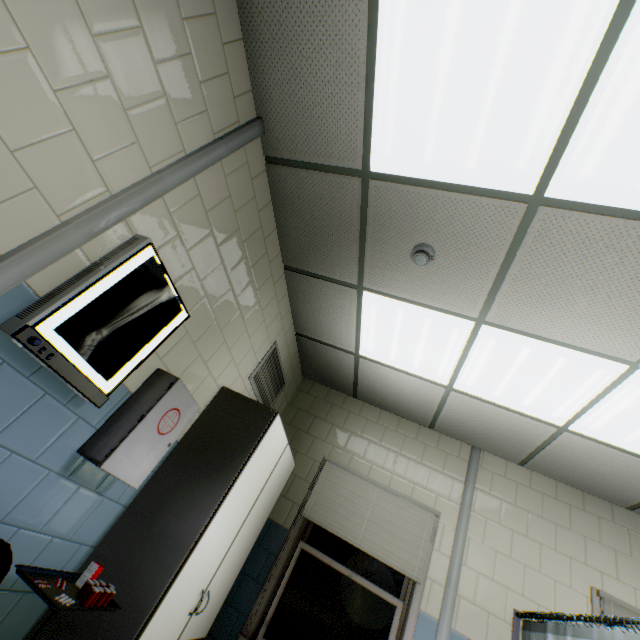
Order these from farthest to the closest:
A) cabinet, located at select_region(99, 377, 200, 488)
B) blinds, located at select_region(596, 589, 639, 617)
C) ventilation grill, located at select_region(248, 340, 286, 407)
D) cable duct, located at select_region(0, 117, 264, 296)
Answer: ventilation grill, located at select_region(248, 340, 286, 407)
blinds, located at select_region(596, 589, 639, 617)
cabinet, located at select_region(99, 377, 200, 488)
cable duct, located at select_region(0, 117, 264, 296)

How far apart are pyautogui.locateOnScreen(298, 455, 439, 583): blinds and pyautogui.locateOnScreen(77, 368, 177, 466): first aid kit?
2.3 meters

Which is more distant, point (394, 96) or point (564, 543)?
point (564, 543)

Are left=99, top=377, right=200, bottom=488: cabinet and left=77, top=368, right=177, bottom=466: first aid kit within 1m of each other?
yes

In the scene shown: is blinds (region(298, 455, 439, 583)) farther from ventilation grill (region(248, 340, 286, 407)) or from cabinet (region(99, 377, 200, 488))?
cabinet (region(99, 377, 200, 488))

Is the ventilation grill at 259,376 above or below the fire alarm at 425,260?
Answer: below

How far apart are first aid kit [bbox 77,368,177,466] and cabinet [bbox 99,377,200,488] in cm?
2

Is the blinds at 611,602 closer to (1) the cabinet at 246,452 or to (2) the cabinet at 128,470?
(1) the cabinet at 246,452
